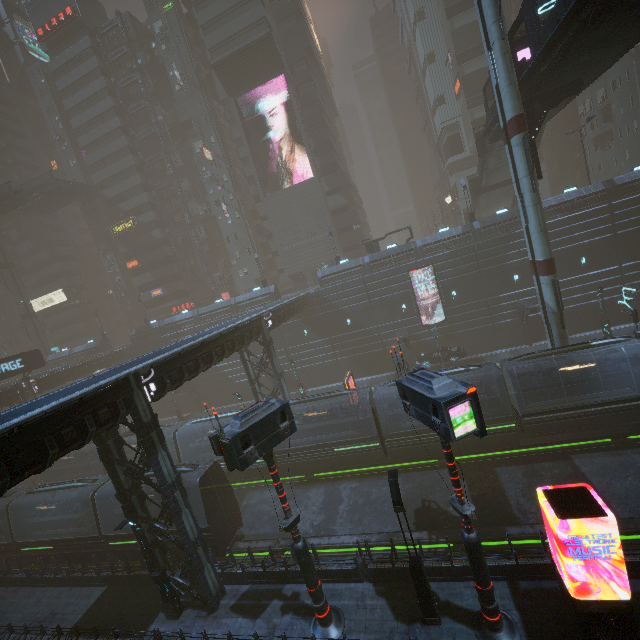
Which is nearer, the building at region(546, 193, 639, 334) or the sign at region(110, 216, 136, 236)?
the building at region(546, 193, 639, 334)

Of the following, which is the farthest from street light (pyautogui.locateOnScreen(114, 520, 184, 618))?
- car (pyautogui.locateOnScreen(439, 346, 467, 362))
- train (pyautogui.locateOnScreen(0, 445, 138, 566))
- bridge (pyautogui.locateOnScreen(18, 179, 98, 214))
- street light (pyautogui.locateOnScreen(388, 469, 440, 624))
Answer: bridge (pyautogui.locateOnScreen(18, 179, 98, 214))

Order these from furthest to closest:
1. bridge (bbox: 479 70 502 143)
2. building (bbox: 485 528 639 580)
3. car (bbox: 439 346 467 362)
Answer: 1. car (bbox: 439 346 467 362)
2. bridge (bbox: 479 70 502 143)
3. building (bbox: 485 528 639 580)

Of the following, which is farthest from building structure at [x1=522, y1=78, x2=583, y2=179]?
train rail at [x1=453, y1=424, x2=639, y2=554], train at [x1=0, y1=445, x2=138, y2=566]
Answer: train at [x1=0, y1=445, x2=138, y2=566]

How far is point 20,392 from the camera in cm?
3491

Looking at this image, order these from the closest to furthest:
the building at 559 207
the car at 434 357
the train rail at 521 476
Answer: the train rail at 521 476
the building at 559 207
the car at 434 357

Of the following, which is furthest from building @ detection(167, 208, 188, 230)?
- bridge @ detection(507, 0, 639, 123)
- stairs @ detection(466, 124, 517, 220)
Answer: bridge @ detection(507, 0, 639, 123)

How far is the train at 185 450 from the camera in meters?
18.1 m
